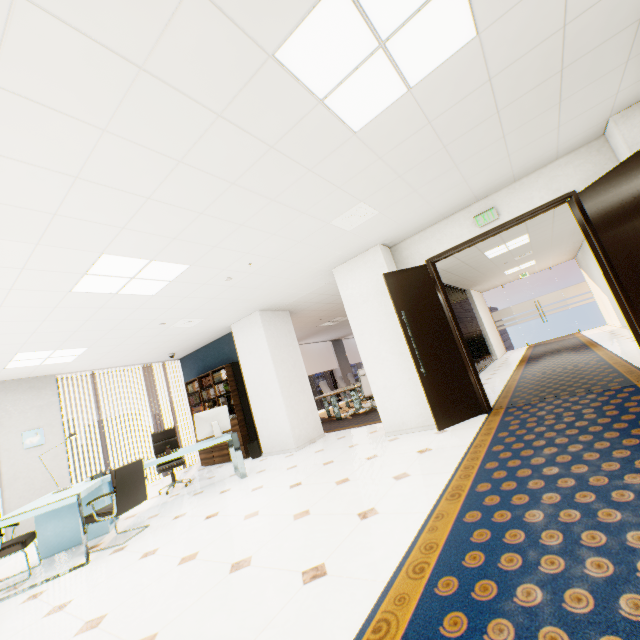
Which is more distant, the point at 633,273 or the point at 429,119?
the point at 633,273

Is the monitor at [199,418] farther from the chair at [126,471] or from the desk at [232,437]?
the chair at [126,471]

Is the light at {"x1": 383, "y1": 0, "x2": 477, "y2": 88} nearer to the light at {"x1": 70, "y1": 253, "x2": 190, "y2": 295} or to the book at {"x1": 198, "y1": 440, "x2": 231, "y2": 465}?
the light at {"x1": 70, "y1": 253, "x2": 190, "y2": 295}

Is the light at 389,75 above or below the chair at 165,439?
above

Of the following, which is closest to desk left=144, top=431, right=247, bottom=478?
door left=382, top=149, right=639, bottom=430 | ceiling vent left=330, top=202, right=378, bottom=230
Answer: door left=382, top=149, right=639, bottom=430

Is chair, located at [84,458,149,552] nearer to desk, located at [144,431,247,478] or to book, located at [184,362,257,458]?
desk, located at [144,431,247,478]

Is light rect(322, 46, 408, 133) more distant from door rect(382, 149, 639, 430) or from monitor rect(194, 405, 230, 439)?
monitor rect(194, 405, 230, 439)

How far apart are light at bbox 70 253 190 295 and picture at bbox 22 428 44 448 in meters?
4.6
